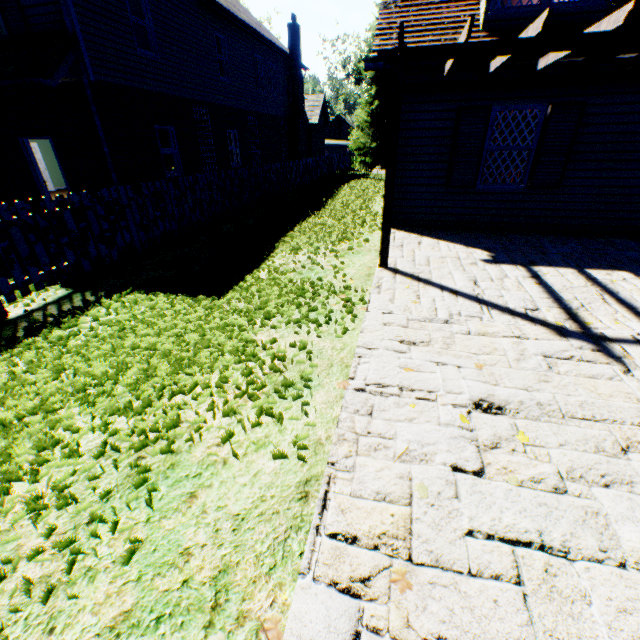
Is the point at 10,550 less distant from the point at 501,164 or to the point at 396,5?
the point at 501,164

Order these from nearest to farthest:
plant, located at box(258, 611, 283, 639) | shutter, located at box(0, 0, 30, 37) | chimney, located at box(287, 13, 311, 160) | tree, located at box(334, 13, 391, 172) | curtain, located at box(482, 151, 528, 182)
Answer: plant, located at box(258, 611, 283, 639) → curtain, located at box(482, 151, 528, 182) → shutter, located at box(0, 0, 30, 37) → chimney, located at box(287, 13, 311, 160) → tree, located at box(334, 13, 391, 172)

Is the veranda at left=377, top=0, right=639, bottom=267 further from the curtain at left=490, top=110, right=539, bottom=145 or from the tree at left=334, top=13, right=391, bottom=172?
the tree at left=334, top=13, right=391, bottom=172

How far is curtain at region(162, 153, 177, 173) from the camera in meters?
11.8

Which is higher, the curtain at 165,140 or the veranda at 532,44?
the veranda at 532,44

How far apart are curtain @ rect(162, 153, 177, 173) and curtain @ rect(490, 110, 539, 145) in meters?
10.4

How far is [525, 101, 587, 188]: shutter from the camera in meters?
6.5

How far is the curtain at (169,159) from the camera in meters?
11.8 m
